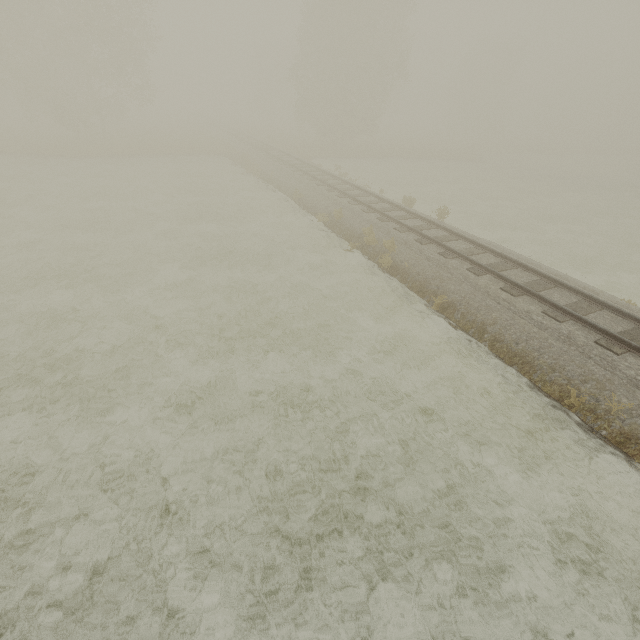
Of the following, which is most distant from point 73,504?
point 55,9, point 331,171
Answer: point 55,9

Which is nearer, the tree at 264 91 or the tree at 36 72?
the tree at 36 72

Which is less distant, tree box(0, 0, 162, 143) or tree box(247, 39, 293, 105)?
tree box(0, 0, 162, 143)

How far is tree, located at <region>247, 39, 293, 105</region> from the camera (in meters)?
56.84

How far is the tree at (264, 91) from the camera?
56.8m
